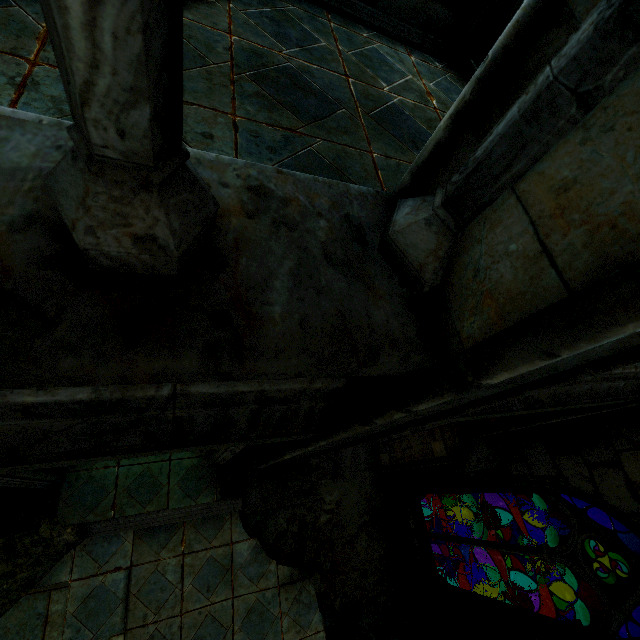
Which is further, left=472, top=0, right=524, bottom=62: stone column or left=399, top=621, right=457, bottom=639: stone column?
left=399, top=621, right=457, bottom=639: stone column

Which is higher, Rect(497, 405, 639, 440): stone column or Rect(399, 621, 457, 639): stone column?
Rect(497, 405, 639, 440): stone column

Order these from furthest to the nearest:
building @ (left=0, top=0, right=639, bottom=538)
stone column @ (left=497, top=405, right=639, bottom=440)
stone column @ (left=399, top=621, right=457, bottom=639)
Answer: stone column @ (left=399, top=621, right=457, bottom=639) < stone column @ (left=497, top=405, right=639, bottom=440) < building @ (left=0, top=0, right=639, bottom=538)

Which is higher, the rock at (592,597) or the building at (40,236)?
the building at (40,236)

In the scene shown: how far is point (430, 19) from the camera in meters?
5.0 m

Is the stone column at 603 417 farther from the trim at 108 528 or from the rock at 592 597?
the rock at 592 597

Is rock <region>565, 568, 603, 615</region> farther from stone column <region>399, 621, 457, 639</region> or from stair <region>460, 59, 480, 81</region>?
stair <region>460, 59, 480, 81</region>

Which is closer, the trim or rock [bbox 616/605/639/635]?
the trim
